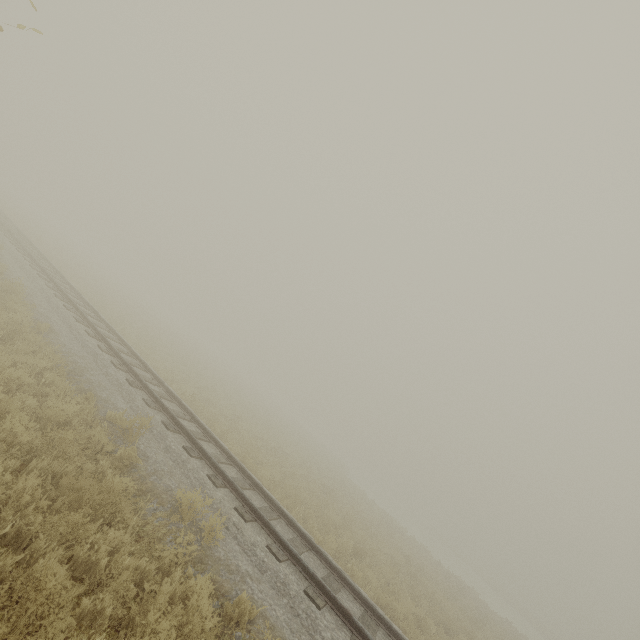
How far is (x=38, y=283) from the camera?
13.0 meters
